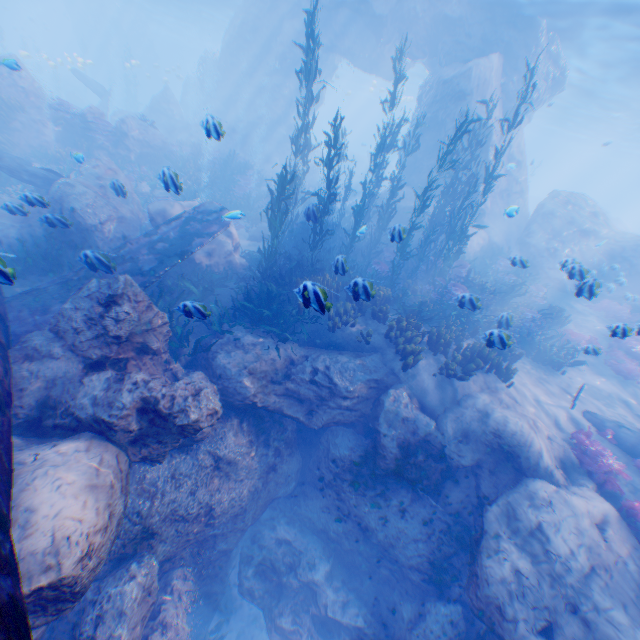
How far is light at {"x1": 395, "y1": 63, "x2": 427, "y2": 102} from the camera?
34.3m

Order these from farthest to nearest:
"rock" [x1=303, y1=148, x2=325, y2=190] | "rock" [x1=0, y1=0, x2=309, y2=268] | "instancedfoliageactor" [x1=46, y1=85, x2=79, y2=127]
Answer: "rock" [x1=303, y1=148, x2=325, y2=190], "instancedfoliageactor" [x1=46, y1=85, x2=79, y2=127], "rock" [x1=0, y1=0, x2=309, y2=268]

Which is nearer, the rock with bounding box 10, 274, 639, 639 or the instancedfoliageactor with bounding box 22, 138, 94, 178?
the rock with bounding box 10, 274, 639, 639

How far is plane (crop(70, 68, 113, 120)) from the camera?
25.75m

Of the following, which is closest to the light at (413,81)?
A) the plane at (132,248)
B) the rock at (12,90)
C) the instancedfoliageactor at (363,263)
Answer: the rock at (12,90)

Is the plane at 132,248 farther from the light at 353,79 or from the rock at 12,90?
the light at 353,79

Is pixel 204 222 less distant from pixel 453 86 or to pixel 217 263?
pixel 217 263

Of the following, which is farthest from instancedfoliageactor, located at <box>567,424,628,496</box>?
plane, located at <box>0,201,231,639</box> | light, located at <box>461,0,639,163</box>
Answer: light, located at <box>461,0,639,163</box>
